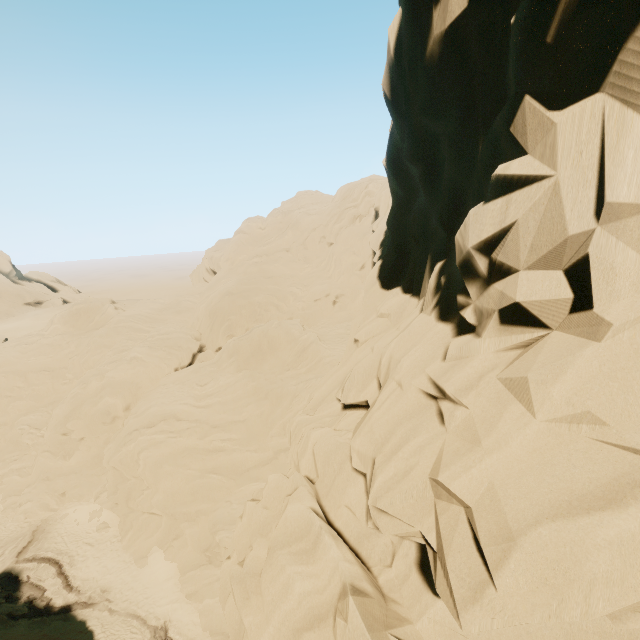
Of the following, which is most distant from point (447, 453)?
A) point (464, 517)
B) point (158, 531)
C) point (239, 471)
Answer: point (158, 531)
